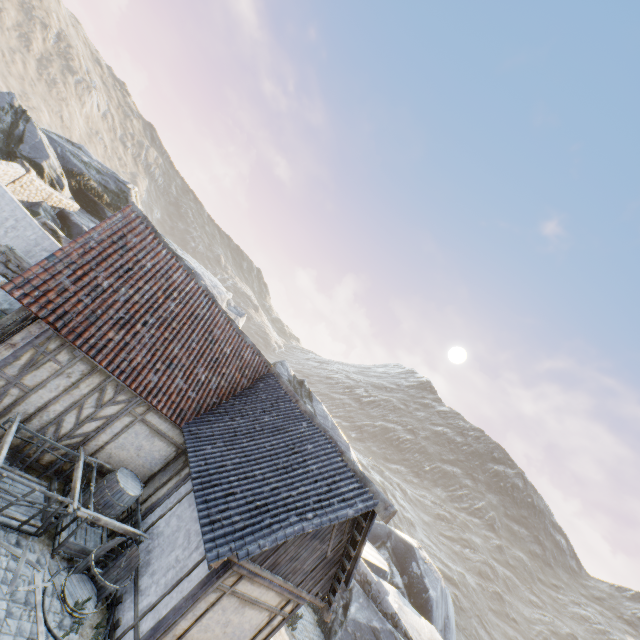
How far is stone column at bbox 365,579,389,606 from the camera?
16.1 meters

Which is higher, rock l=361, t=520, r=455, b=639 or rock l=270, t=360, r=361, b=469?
rock l=270, t=360, r=361, b=469

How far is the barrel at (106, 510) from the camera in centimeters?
807cm

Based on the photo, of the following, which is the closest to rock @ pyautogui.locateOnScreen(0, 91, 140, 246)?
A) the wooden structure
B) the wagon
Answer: the wooden structure

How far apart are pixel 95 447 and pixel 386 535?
25.6 meters

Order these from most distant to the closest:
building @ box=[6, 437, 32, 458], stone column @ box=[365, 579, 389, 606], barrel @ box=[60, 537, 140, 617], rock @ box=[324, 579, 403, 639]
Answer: stone column @ box=[365, 579, 389, 606]
rock @ box=[324, 579, 403, 639]
building @ box=[6, 437, 32, 458]
barrel @ box=[60, 537, 140, 617]

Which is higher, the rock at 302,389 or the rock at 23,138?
the rock at 302,389

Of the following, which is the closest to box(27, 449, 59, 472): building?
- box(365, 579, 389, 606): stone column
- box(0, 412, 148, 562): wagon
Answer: box(0, 412, 148, 562): wagon
